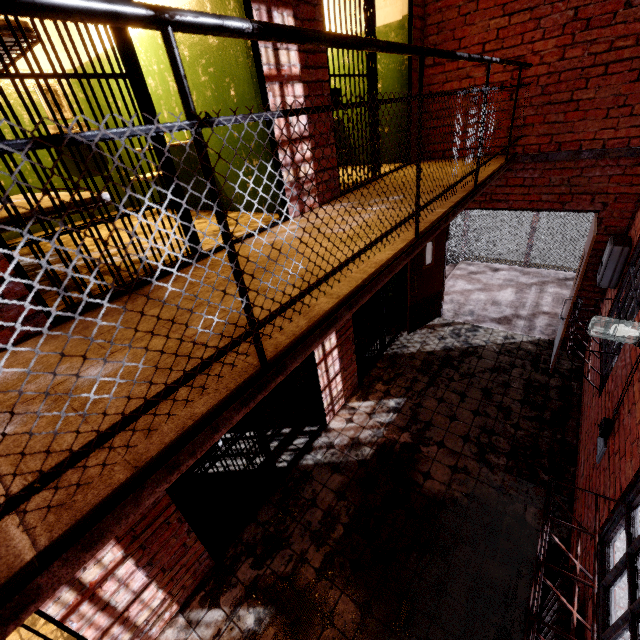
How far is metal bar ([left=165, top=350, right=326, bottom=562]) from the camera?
2.97m

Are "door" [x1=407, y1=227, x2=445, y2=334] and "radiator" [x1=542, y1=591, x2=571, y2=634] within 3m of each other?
no

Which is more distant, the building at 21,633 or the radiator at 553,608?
the building at 21,633

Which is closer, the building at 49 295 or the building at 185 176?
the building at 49 295

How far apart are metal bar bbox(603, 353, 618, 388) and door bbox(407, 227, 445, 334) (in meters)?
2.54

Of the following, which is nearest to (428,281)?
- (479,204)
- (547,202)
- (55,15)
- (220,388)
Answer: (479,204)

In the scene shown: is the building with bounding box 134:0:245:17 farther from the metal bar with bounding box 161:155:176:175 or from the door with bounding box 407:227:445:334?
the door with bounding box 407:227:445:334

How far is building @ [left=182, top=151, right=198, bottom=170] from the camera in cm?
376
